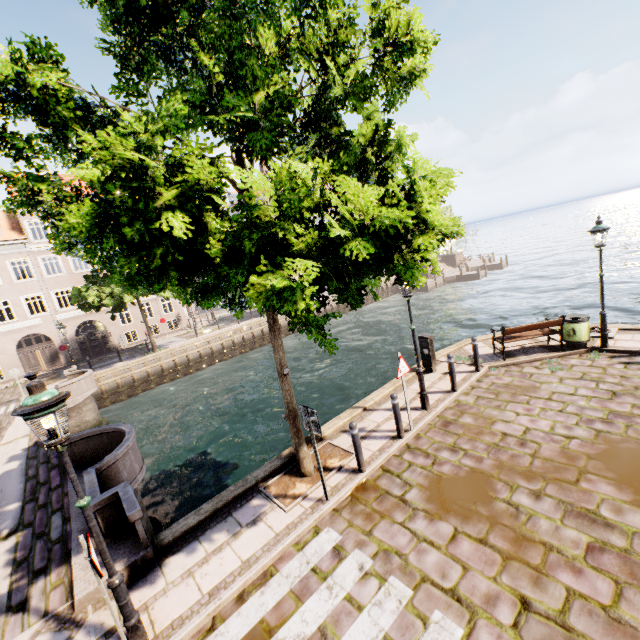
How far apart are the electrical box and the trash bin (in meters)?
3.97

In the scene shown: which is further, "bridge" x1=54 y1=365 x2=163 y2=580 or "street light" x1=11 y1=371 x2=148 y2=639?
"bridge" x1=54 y1=365 x2=163 y2=580

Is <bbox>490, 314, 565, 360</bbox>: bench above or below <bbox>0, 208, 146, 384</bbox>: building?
below

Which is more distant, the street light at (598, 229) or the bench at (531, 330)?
the bench at (531, 330)

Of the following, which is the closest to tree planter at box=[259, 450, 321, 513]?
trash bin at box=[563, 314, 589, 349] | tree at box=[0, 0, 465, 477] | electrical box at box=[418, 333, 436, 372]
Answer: tree at box=[0, 0, 465, 477]

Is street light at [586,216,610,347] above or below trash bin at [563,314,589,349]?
above

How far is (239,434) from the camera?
14.27m

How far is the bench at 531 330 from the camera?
9.85m
